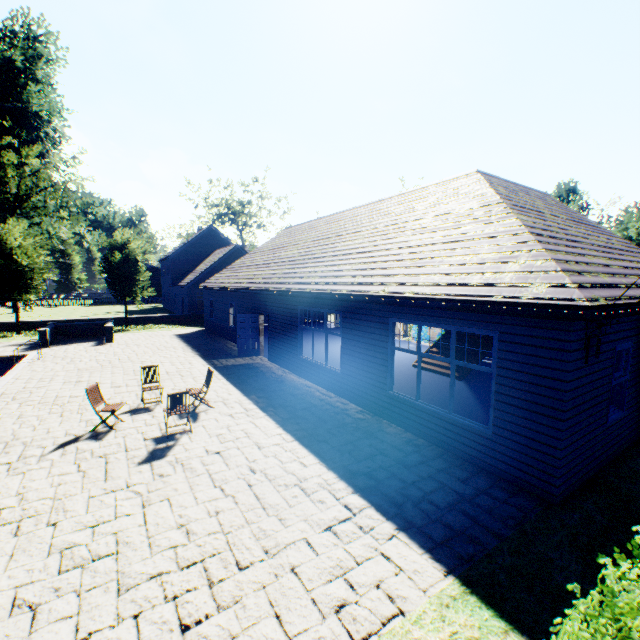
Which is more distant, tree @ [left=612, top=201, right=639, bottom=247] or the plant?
the plant

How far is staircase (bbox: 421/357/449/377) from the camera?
13.2 meters

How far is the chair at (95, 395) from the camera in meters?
8.0

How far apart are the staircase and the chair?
11.1m

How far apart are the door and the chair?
7.7m

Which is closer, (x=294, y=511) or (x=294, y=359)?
(x=294, y=511)

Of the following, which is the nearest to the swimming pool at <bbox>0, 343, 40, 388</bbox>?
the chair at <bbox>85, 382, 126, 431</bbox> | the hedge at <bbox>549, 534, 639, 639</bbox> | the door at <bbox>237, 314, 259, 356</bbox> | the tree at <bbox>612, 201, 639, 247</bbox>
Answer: the tree at <bbox>612, 201, 639, 247</bbox>

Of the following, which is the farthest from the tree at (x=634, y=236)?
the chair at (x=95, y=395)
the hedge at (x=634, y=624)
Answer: the chair at (x=95, y=395)
